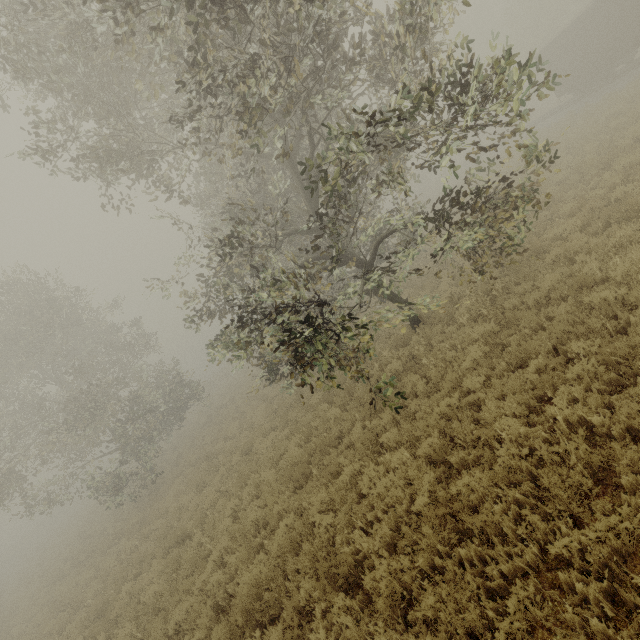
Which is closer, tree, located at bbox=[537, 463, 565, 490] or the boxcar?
tree, located at bbox=[537, 463, 565, 490]

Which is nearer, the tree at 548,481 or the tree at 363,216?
the tree at 548,481

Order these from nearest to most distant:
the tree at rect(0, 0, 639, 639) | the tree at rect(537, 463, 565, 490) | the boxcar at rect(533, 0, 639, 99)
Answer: the tree at rect(537, 463, 565, 490)
the tree at rect(0, 0, 639, 639)
the boxcar at rect(533, 0, 639, 99)

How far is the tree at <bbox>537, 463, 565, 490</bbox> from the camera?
4.2 meters

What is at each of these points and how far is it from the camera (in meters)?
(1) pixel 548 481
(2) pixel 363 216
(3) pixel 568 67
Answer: (1) tree, 4.21
(2) tree, 14.07
(3) boxcar, 23.00

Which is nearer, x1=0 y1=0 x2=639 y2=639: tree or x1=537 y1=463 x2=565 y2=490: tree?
x1=537 y1=463 x2=565 y2=490: tree

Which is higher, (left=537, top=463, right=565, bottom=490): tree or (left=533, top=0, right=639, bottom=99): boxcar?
(left=533, top=0, right=639, bottom=99): boxcar

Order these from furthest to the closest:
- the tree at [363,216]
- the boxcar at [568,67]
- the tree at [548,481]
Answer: the boxcar at [568,67]
the tree at [363,216]
the tree at [548,481]
